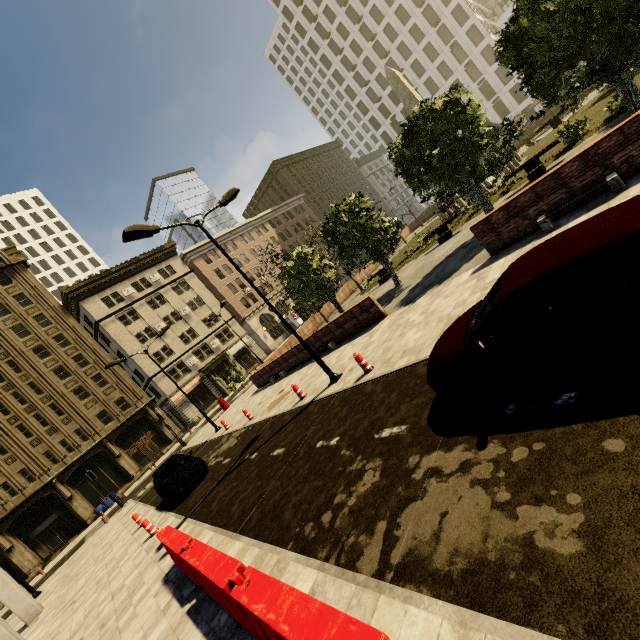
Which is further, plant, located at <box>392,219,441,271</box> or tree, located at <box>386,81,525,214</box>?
plant, located at <box>392,219,441,271</box>

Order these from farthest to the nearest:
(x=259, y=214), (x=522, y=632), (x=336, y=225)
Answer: (x=259, y=214)
(x=336, y=225)
(x=522, y=632)

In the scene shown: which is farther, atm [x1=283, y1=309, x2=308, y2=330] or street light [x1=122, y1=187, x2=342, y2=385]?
atm [x1=283, y1=309, x2=308, y2=330]

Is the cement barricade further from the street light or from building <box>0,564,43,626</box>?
the street light

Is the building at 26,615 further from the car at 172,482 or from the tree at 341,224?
the tree at 341,224

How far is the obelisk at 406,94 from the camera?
23.8m

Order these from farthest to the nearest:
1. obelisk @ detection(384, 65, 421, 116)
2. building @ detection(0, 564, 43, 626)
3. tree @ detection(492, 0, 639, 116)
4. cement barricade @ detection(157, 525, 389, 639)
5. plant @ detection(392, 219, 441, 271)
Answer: obelisk @ detection(384, 65, 421, 116) → plant @ detection(392, 219, 441, 271) → building @ detection(0, 564, 43, 626) → tree @ detection(492, 0, 639, 116) → cement barricade @ detection(157, 525, 389, 639)

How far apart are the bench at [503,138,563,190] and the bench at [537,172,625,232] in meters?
8.9
